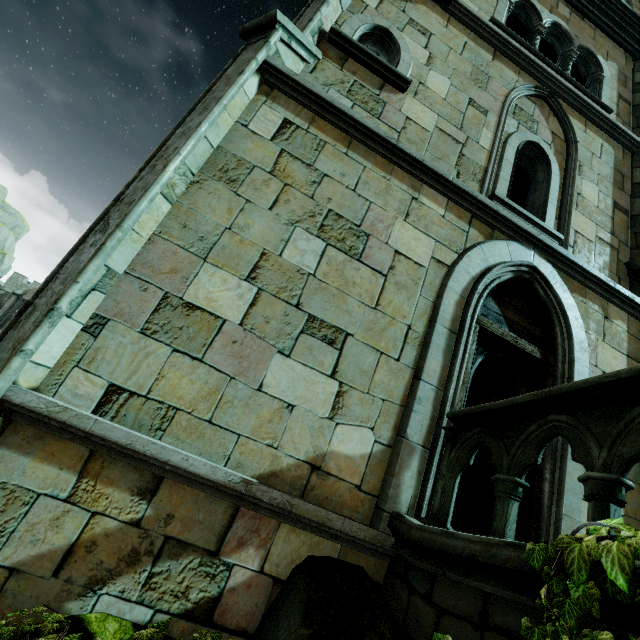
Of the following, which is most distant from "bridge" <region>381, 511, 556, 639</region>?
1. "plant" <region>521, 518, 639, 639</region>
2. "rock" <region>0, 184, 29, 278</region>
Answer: "rock" <region>0, 184, 29, 278</region>

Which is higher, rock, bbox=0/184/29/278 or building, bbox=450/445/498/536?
rock, bbox=0/184/29/278

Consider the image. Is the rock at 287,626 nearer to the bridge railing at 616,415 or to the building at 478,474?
the building at 478,474

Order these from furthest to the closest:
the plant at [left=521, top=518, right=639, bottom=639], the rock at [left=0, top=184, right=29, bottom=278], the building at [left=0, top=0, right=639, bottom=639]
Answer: the rock at [left=0, top=184, right=29, bottom=278]
the building at [left=0, top=0, right=639, bottom=639]
the plant at [left=521, top=518, right=639, bottom=639]

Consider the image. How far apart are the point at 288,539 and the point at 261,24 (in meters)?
5.97

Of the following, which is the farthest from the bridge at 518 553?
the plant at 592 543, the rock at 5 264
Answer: the rock at 5 264

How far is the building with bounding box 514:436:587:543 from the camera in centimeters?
366cm
